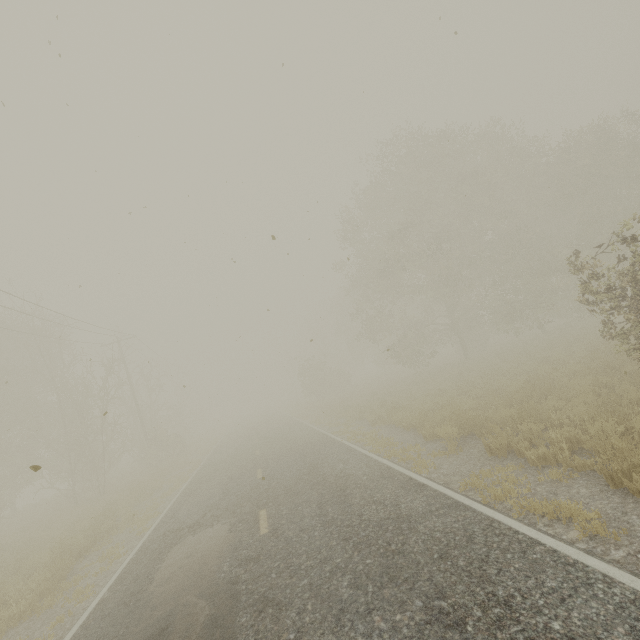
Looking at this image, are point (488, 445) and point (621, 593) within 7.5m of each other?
yes

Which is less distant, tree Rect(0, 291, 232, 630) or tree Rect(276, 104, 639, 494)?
tree Rect(276, 104, 639, 494)

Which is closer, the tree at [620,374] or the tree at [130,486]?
the tree at [620,374]
